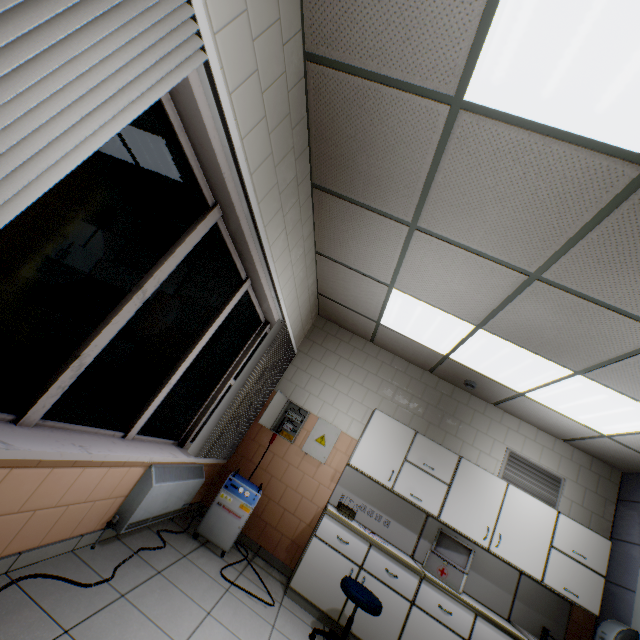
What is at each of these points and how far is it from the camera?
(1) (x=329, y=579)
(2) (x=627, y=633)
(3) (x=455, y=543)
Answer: (1) laboratory table, 3.49m
(2) hand dryer, 3.25m
(3) medical bag, 4.00m

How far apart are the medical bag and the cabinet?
0.2m

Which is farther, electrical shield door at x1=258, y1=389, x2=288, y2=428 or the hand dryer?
electrical shield door at x1=258, y1=389, x2=288, y2=428

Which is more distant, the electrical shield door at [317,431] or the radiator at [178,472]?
the electrical shield door at [317,431]

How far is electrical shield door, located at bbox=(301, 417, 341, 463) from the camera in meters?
4.4 m

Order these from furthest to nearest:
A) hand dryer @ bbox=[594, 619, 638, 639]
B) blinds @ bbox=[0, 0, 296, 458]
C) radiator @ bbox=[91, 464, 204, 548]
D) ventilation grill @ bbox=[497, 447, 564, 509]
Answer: ventilation grill @ bbox=[497, 447, 564, 509] → hand dryer @ bbox=[594, 619, 638, 639] → radiator @ bbox=[91, 464, 204, 548] → blinds @ bbox=[0, 0, 296, 458]

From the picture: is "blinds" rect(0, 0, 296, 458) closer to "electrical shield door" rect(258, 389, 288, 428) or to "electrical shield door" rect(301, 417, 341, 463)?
"electrical shield door" rect(258, 389, 288, 428)

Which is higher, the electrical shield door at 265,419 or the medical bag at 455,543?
the electrical shield door at 265,419
